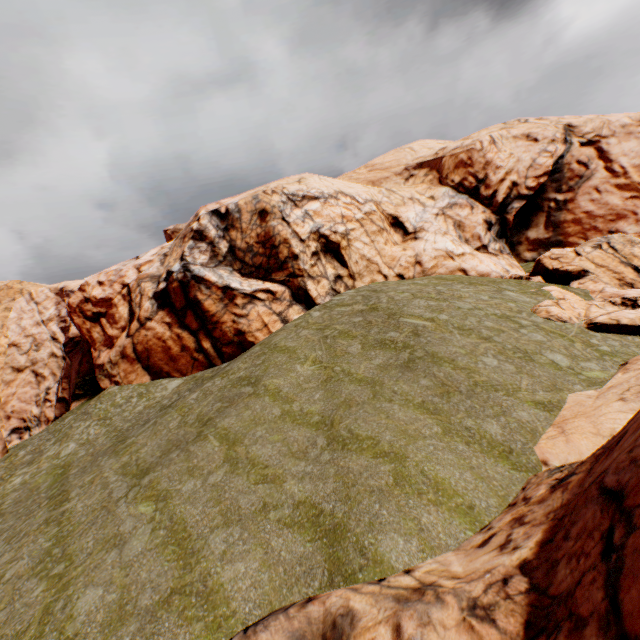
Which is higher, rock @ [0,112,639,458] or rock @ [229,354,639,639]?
rock @ [0,112,639,458]

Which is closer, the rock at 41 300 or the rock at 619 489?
the rock at 619 489

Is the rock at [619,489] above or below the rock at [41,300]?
below

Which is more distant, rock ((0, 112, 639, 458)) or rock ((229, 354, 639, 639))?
rock ((0, 112, 639, 458))

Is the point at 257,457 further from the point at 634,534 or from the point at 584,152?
the point at 584,152
